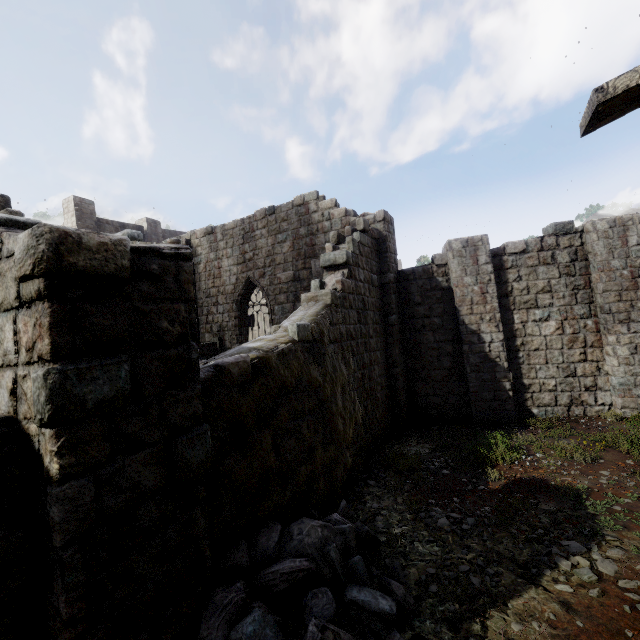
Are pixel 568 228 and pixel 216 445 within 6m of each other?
no

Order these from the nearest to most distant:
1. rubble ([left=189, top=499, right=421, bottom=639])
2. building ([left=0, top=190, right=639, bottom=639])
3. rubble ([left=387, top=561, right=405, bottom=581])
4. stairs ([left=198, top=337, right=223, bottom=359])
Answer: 1. building ([left=0, top=190, right=639, bottom=639])
2. rubble ([left=189, top=499, right=421, bottom=639])
3. rubble ([left=387, top=561, right=405, bottom=581])
4. stairs ([left=198, top=337, right=223, bottom=359])

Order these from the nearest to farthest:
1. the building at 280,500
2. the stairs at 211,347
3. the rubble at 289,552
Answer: the building at 280,500 < the rubble at 289,552 < the stairs at 211,347

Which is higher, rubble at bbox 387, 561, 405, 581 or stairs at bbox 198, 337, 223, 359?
stairs at bbox 198, 337, 223, 359

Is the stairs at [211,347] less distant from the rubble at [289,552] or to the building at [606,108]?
the building at [606,108]

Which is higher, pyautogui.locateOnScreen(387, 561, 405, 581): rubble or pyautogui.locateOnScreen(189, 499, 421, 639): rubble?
pyautogui.locateOnScreen(189, 499, 421, 639): rubble

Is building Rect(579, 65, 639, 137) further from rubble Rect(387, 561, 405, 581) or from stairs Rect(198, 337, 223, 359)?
stairs Rect(198, 337, 223, 359)
